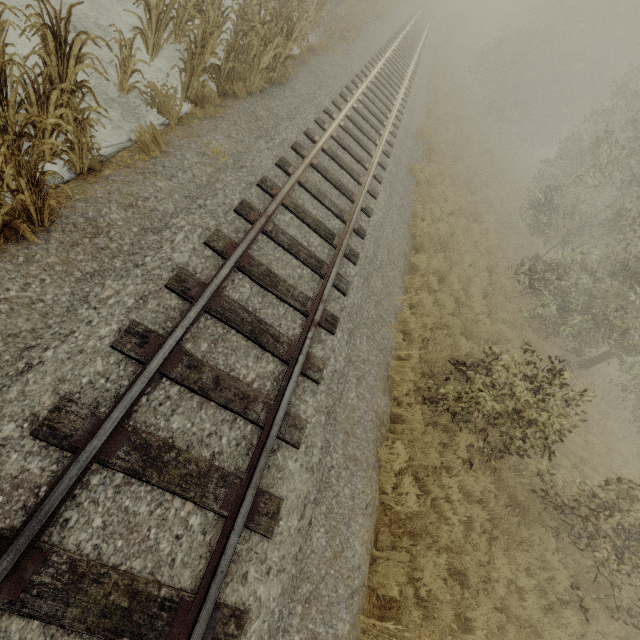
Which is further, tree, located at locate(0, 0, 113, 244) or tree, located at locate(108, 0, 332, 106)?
tree, located at locate(108, 0, 332, 106)

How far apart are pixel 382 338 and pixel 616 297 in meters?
6.6 m

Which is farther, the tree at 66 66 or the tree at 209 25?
the tree at 209 25
